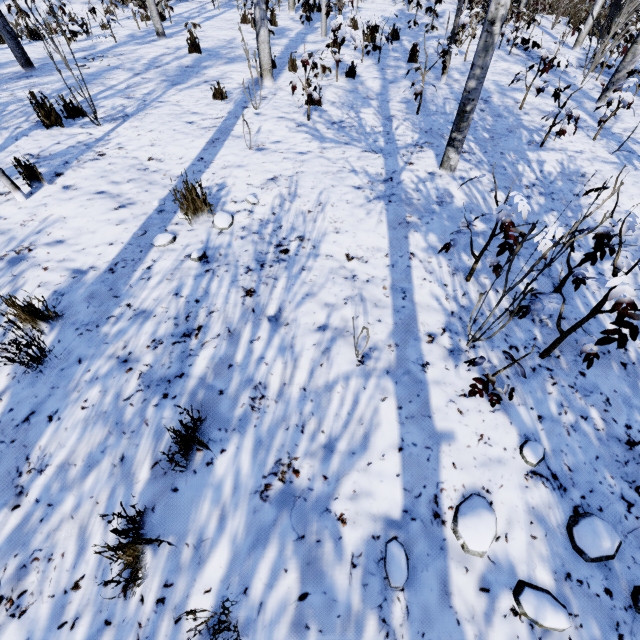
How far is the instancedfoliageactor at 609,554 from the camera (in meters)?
1.65

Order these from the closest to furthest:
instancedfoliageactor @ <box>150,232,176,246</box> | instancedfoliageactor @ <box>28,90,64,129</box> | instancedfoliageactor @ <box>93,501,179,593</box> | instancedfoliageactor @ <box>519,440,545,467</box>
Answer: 1. instancedfoliageactor @ <box>93,501,179,593</box>
2. instancedfoliageactor @ <box>519,440,545,467</box>
3. instancedfoliageactor @ <box>150,232,176,246</box>
4. instancedfoliageactor @ <box>28,90,64,129</box>

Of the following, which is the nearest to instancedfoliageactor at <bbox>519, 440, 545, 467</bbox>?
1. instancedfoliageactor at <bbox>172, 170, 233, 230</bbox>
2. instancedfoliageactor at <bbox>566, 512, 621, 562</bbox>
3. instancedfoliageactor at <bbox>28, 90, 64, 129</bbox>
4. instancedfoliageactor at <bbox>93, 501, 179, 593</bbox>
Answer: instancedfoliageactor at <bbox>566, 512, 621, 562</bbox>

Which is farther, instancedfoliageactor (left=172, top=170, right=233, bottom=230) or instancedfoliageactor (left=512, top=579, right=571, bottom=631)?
instancedfoliageactor (left=172, top=170, right=233, bottom=230)

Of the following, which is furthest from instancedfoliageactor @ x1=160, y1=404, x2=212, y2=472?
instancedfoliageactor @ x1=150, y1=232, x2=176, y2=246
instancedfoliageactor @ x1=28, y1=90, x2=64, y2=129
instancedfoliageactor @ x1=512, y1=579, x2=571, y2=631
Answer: instancedfoliageactor @ x1=28, y1=90, x2=64, y2=129

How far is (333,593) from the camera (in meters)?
1.56

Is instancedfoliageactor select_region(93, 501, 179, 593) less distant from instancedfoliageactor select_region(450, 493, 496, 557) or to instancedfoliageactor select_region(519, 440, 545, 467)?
instancedfoliageactor select_region(450, 493, 496, 557)

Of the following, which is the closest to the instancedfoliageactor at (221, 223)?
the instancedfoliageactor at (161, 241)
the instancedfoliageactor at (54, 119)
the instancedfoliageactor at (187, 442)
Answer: the instancedfoliageactor at (161, 241)
